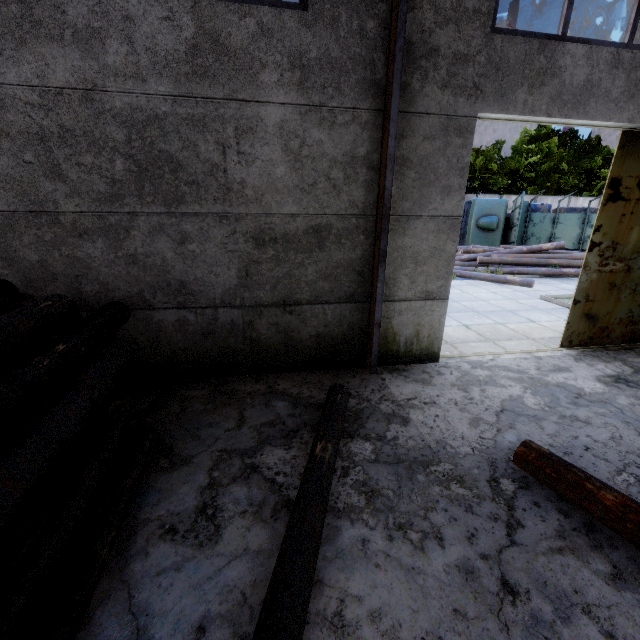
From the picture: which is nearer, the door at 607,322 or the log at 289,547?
the log at 289,547

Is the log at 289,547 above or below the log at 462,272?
above

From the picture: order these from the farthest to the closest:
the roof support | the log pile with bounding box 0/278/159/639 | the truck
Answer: the truck
the roof support
the log pile with bounding box 0/278/159/639

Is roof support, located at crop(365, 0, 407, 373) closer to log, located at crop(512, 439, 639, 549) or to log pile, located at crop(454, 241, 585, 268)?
log, located at crop(512, 439, 639, 549)

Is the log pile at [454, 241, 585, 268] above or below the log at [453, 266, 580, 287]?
above

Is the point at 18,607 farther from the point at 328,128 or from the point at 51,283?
the point at 328,128

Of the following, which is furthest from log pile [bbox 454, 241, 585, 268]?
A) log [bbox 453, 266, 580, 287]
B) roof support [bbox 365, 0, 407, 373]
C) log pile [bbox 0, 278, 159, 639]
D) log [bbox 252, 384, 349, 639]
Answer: log pile [bbox 0, 278, 159, 639]

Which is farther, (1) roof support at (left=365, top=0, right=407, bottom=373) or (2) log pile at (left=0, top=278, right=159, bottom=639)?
(1) roof support at (left=365, top=0, right=407, bottom=373)
